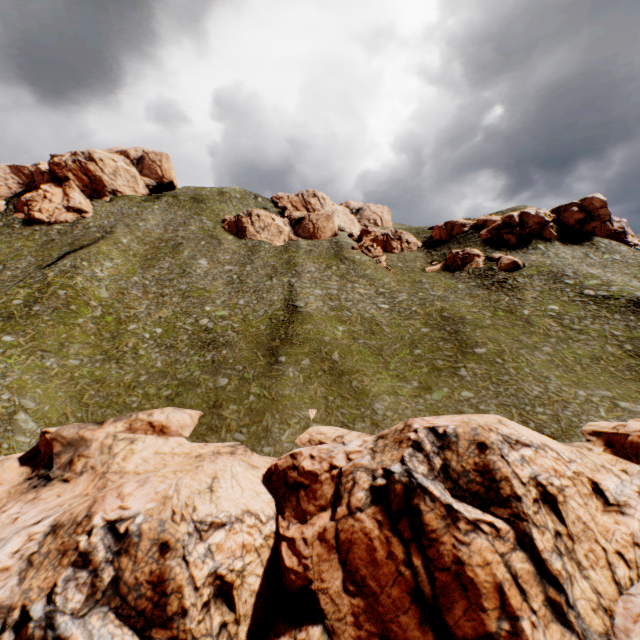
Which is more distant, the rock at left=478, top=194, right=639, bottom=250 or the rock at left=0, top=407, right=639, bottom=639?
the rock at left=478, top=194, right=639, bottom=250

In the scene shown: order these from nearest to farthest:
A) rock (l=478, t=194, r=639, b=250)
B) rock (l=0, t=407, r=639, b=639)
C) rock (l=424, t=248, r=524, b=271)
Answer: rock (l=0, t=407, r=639, b=639), rock (l=424, t=248, r=524, b=271), rock (l=478, t=194, r=639, b=250)

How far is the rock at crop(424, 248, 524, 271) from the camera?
47.80m

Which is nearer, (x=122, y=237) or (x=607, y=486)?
(x=607, y=486)

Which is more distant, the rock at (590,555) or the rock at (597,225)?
the rock at (597,225)

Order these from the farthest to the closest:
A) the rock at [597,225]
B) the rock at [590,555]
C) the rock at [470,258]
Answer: the rock at [597,225], the rock at [470,258], the rock at [590,555]

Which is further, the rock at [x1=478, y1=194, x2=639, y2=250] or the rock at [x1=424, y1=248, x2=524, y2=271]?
the rock at [x1=478, y1=194, x2=639, y2=250]
